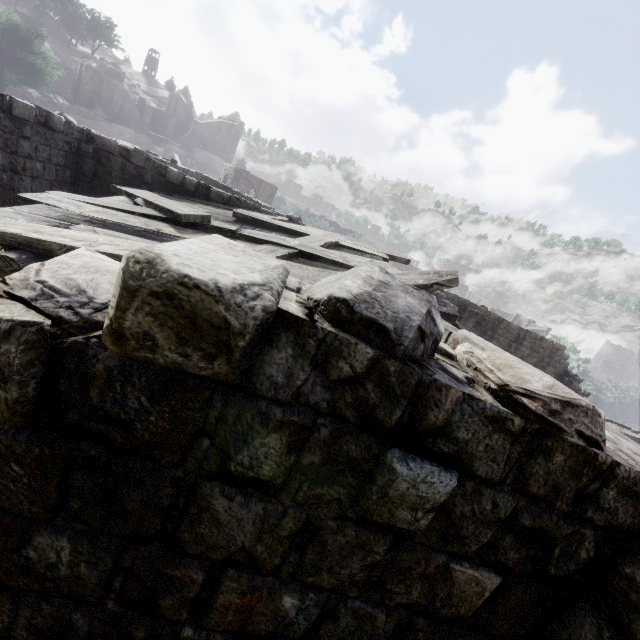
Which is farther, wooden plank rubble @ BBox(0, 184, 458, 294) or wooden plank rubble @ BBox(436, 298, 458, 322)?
wooden plank rubble @ BBox(436, 298, 458, 322)

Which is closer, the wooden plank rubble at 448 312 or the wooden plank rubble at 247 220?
the wooden plank rubble at 247 220

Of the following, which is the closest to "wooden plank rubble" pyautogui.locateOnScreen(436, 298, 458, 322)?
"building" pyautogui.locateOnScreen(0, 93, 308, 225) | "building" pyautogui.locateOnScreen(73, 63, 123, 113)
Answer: "building" pyautogui.locateOnScreen(0, 93, 308, 225)

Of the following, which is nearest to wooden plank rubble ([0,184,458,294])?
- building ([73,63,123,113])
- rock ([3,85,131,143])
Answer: rock ([3,85,131,143])

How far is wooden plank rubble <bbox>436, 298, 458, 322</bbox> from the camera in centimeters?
576cm

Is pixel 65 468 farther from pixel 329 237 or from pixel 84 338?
pixel 329 237

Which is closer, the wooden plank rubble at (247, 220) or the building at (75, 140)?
the wooden plank rubble at (247, 220)
